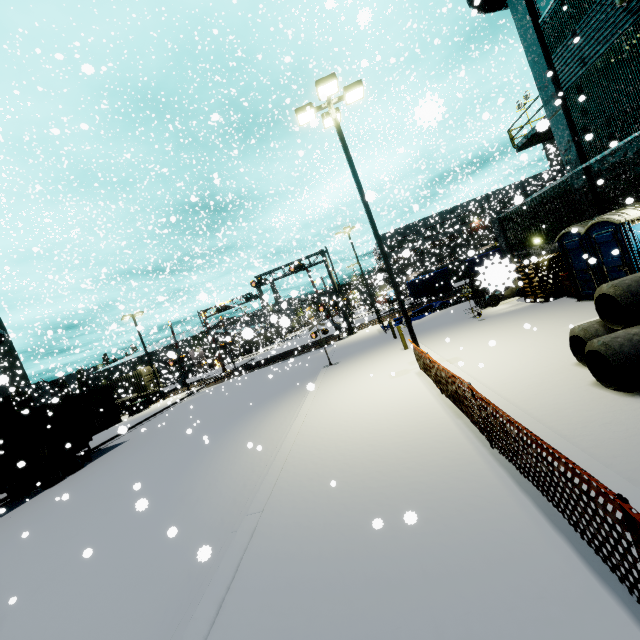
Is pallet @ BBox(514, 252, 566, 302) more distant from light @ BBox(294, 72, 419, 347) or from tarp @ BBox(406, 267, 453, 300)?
light @ BBox(294, 72, 419, 347)

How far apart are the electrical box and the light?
29.1 meters

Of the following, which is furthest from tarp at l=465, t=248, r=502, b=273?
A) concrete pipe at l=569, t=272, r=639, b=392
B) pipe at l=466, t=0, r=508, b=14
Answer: concrete pipe at l=569, t=272, r=639, b=392

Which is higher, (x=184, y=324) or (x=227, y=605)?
(x=184, y=324)

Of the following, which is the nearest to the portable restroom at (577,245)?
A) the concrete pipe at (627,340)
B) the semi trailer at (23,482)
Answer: the concrete pipe at (627,340)

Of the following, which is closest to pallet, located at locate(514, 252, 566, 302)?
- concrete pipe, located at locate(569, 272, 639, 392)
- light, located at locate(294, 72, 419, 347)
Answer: light, located at locate(294, 72, 419, 347)

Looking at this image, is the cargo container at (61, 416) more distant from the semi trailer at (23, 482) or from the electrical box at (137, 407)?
the electrical box at (137, 407)

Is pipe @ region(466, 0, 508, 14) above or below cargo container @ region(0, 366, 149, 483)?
above
